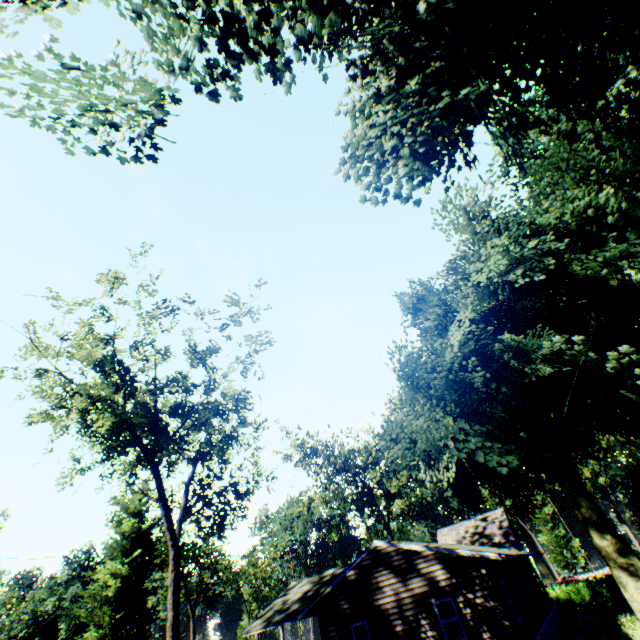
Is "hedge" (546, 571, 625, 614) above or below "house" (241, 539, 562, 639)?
Result: below

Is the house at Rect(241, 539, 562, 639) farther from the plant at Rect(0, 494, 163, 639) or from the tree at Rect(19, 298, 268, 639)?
the tree at Rect(19, 298, 268, 639)

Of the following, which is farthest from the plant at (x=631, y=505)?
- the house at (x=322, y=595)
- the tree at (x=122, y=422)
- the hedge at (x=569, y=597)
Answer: the tree at (x=122, y=422)

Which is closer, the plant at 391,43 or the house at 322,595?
the plant at 391,43

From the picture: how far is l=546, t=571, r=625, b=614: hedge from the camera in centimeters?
2877cm

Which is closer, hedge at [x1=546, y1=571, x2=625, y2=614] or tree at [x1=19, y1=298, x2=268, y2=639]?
tree at [x1=19, y1=298, x2=268, y2=639]

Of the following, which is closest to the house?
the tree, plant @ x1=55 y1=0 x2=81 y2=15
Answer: plant @ x1=55 y1=0 x2=81 y2=15

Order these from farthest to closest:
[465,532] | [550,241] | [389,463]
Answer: [465,532] < [389,463] < [550,241]
